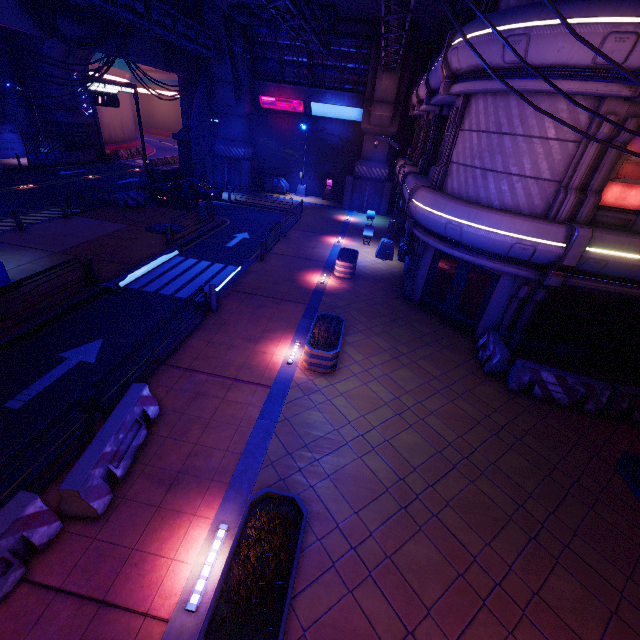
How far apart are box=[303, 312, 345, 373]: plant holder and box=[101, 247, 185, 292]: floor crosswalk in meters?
7.8

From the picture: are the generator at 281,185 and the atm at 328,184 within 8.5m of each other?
yes

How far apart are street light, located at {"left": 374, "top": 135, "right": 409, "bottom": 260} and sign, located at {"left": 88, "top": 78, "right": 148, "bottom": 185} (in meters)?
20.57

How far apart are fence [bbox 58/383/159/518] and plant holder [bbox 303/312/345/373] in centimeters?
395cm

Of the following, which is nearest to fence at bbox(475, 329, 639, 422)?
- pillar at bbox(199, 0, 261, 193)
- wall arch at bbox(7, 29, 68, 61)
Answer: pillar at bbox(199, 0, 261, 193)

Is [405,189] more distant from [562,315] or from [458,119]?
[562,315]

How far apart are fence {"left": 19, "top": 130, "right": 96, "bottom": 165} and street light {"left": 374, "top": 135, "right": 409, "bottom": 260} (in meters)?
32.55

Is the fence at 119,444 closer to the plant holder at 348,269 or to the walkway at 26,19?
the walkway at 26,19
